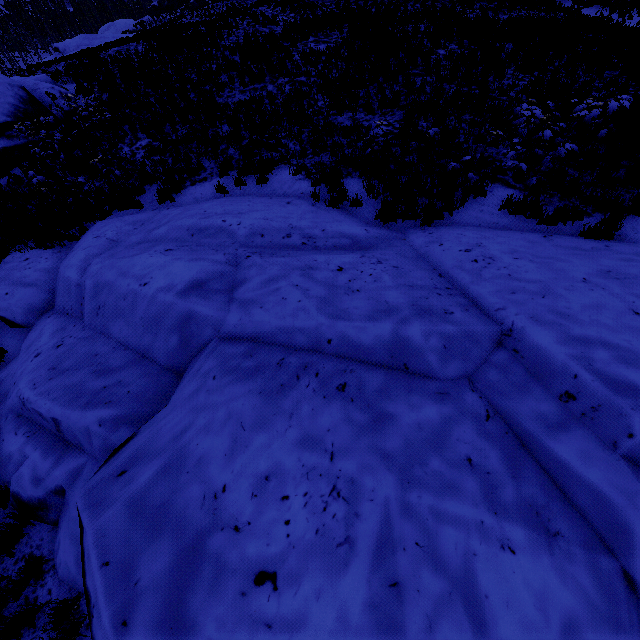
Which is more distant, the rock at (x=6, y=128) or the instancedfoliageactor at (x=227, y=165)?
the rock at (x=6, y=128)

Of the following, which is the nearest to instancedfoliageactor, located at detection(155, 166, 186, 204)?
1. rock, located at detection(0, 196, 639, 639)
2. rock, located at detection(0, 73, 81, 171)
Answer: rock, located at detection(0, 196, 639, 639)

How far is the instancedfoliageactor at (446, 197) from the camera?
6.9m

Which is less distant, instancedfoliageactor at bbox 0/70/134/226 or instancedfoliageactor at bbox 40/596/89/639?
instancedfoliageactor at bbox 40/596/89/639

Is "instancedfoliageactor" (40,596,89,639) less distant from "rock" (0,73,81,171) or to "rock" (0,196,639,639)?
"rock" (0,196,639,639)

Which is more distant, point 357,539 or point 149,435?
point 149,435
